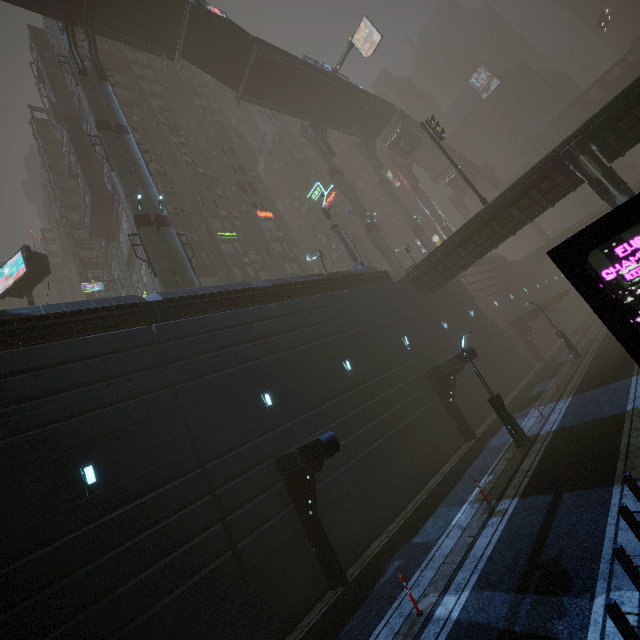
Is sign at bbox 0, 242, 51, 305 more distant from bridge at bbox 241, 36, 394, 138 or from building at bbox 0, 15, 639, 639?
bridge at bbox 241, 36, 394, 138

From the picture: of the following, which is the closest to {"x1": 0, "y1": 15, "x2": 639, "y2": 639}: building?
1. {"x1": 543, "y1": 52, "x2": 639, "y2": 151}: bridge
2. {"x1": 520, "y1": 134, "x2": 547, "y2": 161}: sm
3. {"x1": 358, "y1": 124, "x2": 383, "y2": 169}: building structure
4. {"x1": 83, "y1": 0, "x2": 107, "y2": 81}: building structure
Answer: {"x1": 543, "y1": 52, "x2": 639, "y2": 151}: bridge

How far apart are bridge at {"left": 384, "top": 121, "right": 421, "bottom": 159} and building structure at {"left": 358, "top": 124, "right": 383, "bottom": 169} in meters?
3.6 m

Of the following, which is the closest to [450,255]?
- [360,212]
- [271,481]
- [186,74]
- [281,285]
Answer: [281,285]

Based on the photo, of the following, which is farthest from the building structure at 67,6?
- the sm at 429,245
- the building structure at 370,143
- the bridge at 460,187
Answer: the bridge at 460,187

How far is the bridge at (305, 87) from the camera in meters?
32.8 m

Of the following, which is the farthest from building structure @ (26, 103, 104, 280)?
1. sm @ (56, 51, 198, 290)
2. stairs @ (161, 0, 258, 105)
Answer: stairs @ (161, 0, 258, 105)

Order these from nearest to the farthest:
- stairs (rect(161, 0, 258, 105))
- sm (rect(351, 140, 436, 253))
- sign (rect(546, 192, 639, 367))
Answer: sign (rect(546, 192, 639, 367))
stairs (rect(161, 0, 258, 105))
sm (rect(351, 140, 436, 253))
